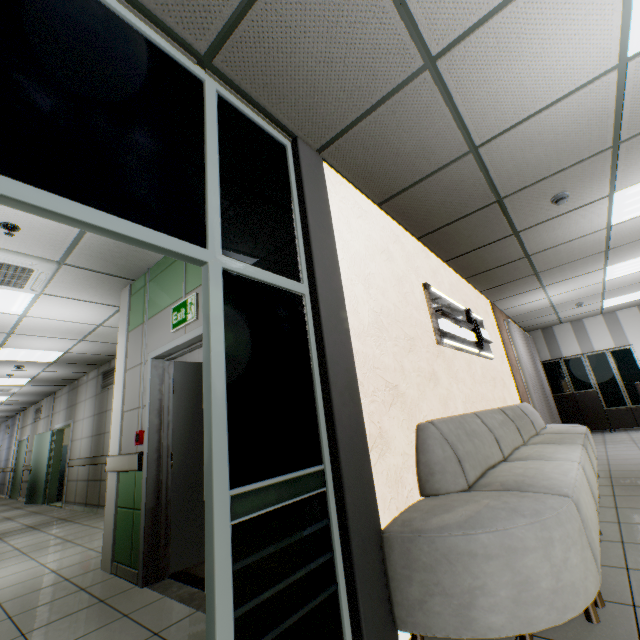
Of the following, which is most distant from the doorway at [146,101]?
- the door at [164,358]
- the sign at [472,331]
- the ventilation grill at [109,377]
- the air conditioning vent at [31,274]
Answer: the ventilation grill at [109,377]

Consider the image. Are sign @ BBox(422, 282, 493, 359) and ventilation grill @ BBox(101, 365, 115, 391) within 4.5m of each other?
no

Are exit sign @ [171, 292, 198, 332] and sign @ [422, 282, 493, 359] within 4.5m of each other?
yes

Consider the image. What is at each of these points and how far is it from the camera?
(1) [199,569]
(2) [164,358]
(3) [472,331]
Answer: (1) stairs, 3.1 meters
(2) door, 3.6 meters
(3) sign, 4.8 meters

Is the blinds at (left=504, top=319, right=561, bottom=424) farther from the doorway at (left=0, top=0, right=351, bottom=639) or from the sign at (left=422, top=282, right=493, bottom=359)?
the doorway at (left=0, top=0, right=351, bottom=639)

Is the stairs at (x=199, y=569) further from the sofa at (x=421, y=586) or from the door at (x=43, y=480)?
the door at (x=43, y=480)

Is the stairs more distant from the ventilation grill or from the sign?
the ventilation grill

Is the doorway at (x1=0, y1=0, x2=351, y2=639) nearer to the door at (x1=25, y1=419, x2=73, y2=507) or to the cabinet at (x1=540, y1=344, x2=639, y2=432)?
the door at (x1=25, y1=419, x2=73, y2=507)
